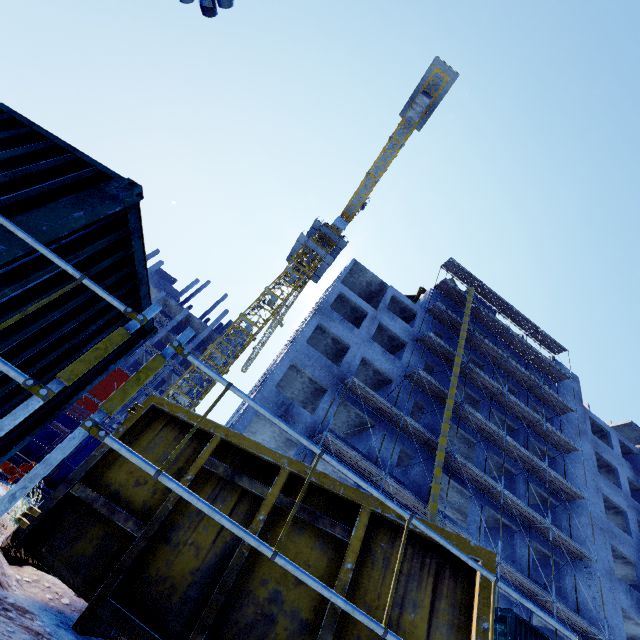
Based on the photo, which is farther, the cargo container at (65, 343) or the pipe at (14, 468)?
the pipe at (14, 468)

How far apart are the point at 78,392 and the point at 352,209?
51.1m

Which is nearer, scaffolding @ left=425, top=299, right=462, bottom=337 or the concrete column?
scaffolding @ left=425, top=299, right=462, bottom=337

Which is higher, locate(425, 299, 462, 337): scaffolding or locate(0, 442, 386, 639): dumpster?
locate(425, 299, 462, 337): scaffolding

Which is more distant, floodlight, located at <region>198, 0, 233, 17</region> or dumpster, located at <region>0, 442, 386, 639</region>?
floodlight, located at <region>198, 0, 233, 17</region>

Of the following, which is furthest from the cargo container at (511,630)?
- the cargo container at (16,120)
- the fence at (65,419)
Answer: the cargo container at (16,120)

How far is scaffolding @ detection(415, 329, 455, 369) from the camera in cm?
2509

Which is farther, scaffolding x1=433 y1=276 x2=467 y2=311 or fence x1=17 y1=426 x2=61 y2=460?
scaffolding x1=433 y1=276 x2=467 y2=311
